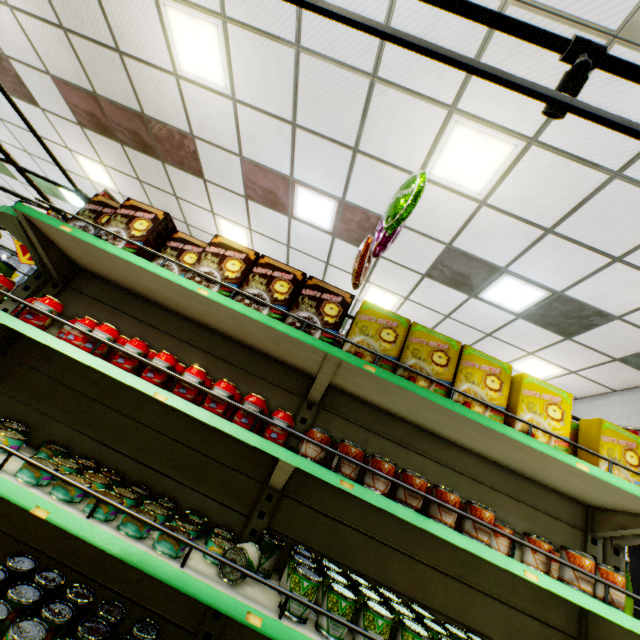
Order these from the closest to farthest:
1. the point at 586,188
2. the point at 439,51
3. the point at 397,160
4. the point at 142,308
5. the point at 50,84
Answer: the point at 439,51 < the point at 142,308 < the point at 586,188 < the point at 397,160 < the point at 50,84

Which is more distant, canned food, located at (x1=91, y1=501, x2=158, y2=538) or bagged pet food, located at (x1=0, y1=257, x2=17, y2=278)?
bagged pet food, located at (x1=0, y1=257, x2=17, y2=278)

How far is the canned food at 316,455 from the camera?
1.7m

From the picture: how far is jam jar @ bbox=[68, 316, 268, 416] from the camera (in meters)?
1.71

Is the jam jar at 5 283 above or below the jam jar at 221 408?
above

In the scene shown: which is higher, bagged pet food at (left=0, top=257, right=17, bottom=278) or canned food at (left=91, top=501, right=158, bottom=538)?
bagged pet food at (left=0, top=257, right=17, bottom=278)

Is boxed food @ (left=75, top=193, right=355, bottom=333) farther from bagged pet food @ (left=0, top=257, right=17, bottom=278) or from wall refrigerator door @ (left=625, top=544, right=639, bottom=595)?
wall refrigerator door @ (left=625, top=544, right=639, bottom=595)

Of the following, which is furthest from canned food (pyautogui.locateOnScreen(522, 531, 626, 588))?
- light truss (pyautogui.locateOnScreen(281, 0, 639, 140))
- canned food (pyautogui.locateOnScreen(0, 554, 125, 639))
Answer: light truss (pyautogui.locateOnScreen(281, 0, 639, 140))
